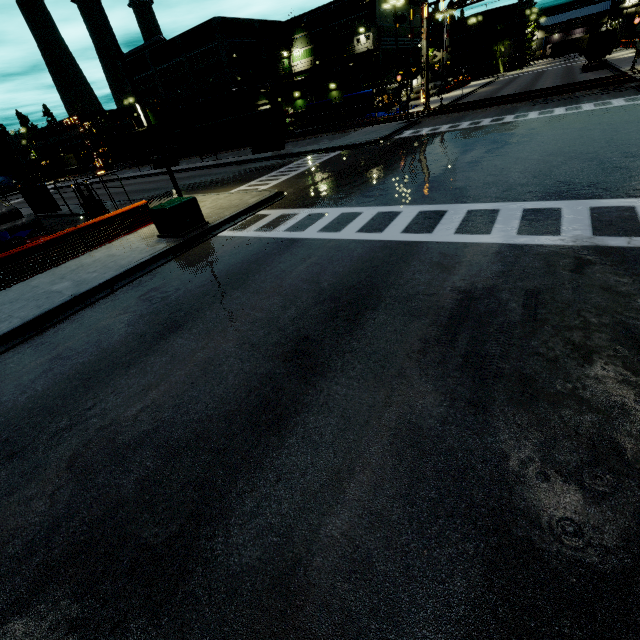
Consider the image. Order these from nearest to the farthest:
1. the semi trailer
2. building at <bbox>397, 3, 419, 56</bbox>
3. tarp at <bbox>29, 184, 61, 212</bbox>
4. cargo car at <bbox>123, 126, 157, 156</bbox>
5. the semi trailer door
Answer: tarp at <bbox>29, 184, 61, 212</bbox> → the semi trailer door → the semi trailer → building at <bbox>397, 3, 419, 56</bbox> → cargo car at <bbox>123, 126, 157, 156</bbox>

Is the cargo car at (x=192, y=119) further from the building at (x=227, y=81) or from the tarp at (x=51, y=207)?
the tarp at (x=51, y=207)

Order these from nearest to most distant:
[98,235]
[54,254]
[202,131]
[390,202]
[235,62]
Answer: [390,202] < [98,235] < [54,254] < [202,131] < [235,62]

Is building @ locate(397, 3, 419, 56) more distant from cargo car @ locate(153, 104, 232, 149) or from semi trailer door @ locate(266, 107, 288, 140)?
semi trailer door @ locate(266, 107, 288, 140)

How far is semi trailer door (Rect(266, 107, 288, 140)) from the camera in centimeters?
3049cm

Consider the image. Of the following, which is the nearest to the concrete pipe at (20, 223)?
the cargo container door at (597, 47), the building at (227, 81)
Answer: the building at (227, 81)

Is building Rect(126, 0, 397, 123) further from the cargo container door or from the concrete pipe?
the cargo container door

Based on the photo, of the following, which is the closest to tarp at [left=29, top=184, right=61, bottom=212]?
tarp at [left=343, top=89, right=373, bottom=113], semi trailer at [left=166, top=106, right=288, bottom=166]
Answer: semi trailer at [left=166, top=106, right=288, bottom=166]
